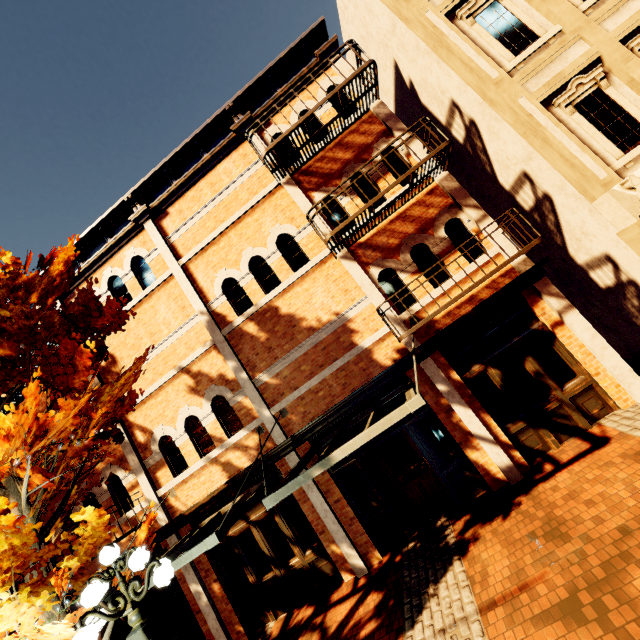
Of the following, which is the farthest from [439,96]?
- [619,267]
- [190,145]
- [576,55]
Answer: [190,145]

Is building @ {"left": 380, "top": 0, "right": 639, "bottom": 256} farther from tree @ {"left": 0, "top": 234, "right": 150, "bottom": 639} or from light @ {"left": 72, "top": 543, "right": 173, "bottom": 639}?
light @ {"left": 72, "top": 543, "right": 173, "bottom": 639}

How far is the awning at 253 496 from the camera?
4.8 meters

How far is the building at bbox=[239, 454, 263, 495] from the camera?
8.1m

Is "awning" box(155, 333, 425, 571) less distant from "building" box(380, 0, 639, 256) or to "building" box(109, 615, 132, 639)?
"building" box(109, 615, 132, 639)

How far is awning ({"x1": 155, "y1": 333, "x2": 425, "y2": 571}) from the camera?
4.8m

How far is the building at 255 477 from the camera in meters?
8.1 m

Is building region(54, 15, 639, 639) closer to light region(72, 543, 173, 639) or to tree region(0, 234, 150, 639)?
tree region(0, 234, 150, 639)
